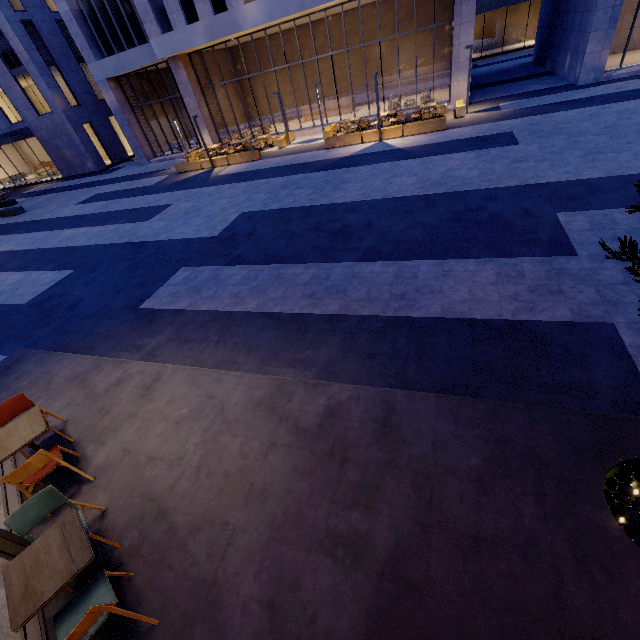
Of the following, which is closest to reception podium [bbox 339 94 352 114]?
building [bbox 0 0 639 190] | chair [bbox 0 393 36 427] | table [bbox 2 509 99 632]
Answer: building [bbox 0 0 639 190]

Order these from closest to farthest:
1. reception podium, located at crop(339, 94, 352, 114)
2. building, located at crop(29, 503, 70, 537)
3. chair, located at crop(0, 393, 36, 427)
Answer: building, located at crop(29, 503, 70, 537)
chair, located at crop(0, 393, 36, 427)
reception podium, located at crop(339, 94, 352, 114)

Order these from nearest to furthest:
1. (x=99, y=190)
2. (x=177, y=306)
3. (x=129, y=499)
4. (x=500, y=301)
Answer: (x=129, y=499)
(x=500, y=301)
(x=177, y=306)
(x=99, y=190)

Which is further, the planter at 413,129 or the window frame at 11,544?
the planter at 413,129

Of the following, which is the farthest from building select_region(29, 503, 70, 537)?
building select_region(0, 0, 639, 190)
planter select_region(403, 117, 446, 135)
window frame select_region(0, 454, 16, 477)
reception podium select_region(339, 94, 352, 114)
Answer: reception podium select_region(339, 94, 352, 114)

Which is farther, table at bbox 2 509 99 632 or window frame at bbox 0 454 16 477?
window frame at bbox 0 454 16 477

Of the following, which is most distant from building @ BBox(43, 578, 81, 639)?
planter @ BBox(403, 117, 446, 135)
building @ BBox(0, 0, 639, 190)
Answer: building @ BBox(0, 0, 639, 190)

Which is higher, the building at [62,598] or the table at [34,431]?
the table at [34,431]
